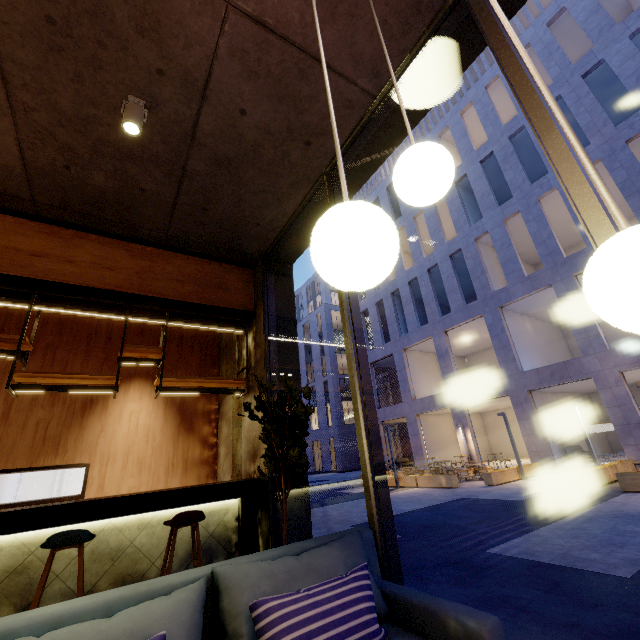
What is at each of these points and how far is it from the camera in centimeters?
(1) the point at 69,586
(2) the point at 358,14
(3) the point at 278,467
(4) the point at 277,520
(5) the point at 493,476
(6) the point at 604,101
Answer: (1) bar counter, 322cm
(2) building, 258cm
(3) tree, 280cm
(4) window frame, 395cm
(5) planter, 1335cm
(6) building, 1852cm

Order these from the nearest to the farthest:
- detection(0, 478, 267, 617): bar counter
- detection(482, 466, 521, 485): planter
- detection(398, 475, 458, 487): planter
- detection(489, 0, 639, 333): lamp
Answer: detection(489, 0, 639, 333): lamp, detection(0, 478, 267, 617): bar counter, detection(482, 466, 521, 485): planter, detection(398, 475, 458, 487): planter

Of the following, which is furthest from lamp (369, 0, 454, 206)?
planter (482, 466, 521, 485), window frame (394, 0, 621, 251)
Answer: planter (482, 466, 521, 485)

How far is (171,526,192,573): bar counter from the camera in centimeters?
372cm

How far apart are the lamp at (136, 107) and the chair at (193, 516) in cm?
375

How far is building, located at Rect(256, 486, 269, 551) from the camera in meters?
4.0

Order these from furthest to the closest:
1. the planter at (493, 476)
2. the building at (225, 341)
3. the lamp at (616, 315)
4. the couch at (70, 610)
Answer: the planter at (493, 476), the building at (225, 341), the couch at (70, 610), the lamp at (616, 315)
